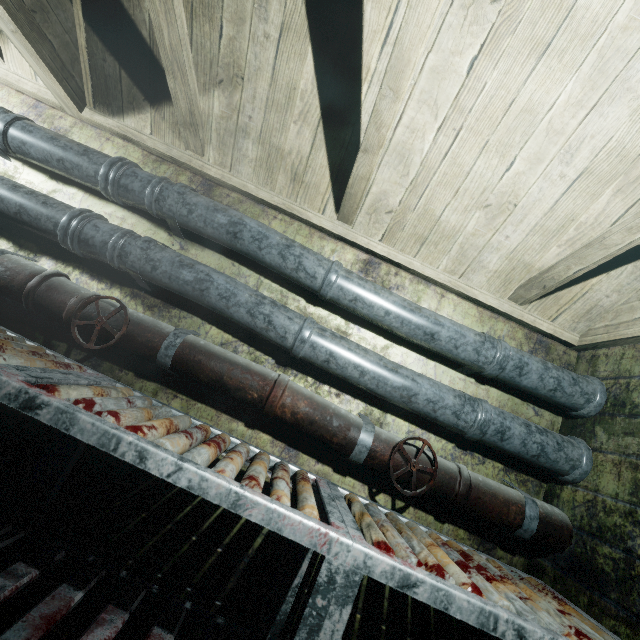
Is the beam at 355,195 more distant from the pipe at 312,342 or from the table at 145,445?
the table at 145,445

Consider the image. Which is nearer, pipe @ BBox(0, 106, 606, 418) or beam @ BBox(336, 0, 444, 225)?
beam @ BBox(336, 0, 444, 225)

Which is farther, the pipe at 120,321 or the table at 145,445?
the pipe at 120,321

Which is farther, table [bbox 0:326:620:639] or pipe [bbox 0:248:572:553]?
A: pipe [bbox 0:248:572:553]

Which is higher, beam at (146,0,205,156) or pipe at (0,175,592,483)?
beam at (146,0,205,156)

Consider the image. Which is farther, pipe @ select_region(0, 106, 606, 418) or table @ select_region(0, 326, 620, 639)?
pipe @ select_region(0, 106, 606, 418)

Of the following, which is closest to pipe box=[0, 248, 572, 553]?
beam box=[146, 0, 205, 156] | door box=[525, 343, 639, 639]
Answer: door box=[525, 343, 639, 639]

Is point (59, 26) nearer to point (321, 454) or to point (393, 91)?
point (393, 91)
